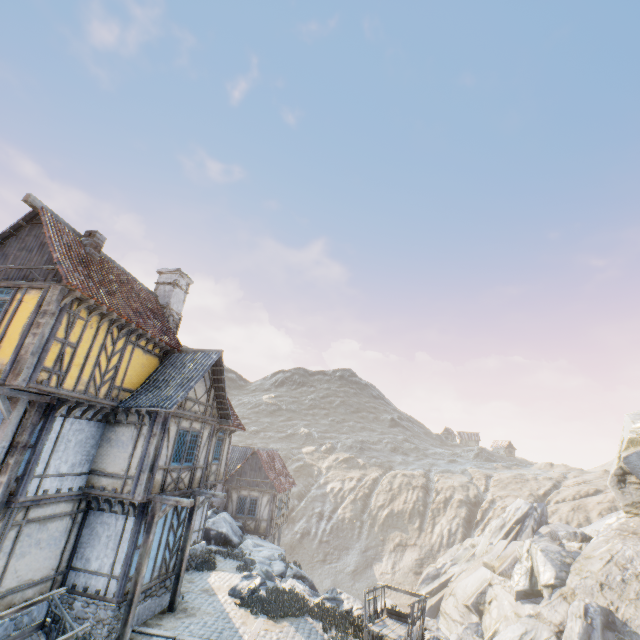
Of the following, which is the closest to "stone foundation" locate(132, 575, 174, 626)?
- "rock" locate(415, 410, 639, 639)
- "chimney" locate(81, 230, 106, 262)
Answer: "rock" locate(415, 410, 639, 639)

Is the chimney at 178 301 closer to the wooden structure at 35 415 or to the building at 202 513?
the building at 202 513

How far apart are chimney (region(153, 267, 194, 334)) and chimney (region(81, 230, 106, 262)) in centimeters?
459cm

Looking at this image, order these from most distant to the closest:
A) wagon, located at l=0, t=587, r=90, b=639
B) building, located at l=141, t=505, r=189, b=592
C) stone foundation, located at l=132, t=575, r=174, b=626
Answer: building, located at l=141, t=505, r=189, b=592 < stone foundation, located at l=132, t=575, r=174, b=626 < wagon, located at l=0, t=587, r=90, b=639

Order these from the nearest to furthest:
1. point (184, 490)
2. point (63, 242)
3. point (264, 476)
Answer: point (63, 242)
point (184, 490)
point (264, 476)

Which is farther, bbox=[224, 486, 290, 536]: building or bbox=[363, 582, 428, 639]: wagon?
bbox=[224, 486, 290, 536]: building

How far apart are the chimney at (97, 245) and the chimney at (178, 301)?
4.6m

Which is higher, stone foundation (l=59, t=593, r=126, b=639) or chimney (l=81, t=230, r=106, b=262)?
chimney (l=81, t=230, r=106, b=262)
